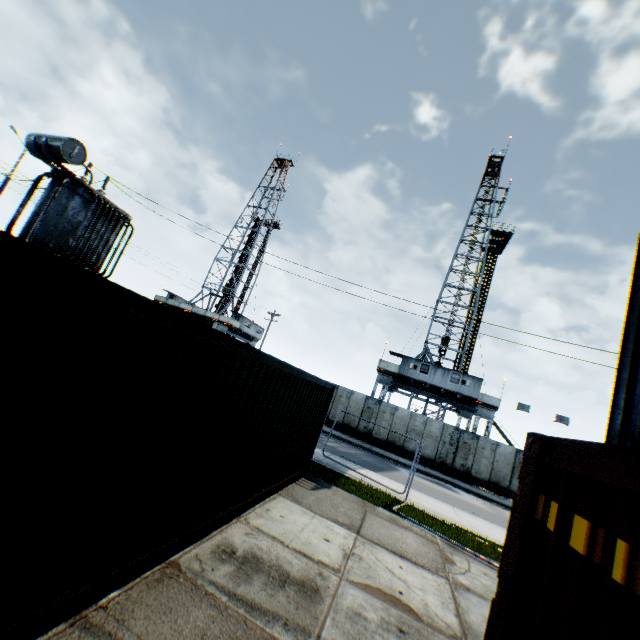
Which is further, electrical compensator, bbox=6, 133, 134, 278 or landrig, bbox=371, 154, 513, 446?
Answer: landrig, bbox=371, 154, 513, 446

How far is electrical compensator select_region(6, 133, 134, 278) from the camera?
10.0 meters

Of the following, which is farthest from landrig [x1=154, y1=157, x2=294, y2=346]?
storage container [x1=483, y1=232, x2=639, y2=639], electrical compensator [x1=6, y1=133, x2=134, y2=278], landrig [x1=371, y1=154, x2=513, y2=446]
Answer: storage container [x1=483, y1=232, x2=639, y2=639]

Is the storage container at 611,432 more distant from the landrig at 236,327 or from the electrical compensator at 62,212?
the landrig at 236,327

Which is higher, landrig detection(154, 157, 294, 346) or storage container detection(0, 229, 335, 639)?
landrig detection(154, 157, 294, 346)

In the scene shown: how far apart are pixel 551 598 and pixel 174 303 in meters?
47.3 m

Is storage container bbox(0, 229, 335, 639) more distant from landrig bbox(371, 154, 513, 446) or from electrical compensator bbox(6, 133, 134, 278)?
landrig bbox(371, 154, 513, 446)

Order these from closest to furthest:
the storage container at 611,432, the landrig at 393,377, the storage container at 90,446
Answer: the storage container at 611,432
the storage container at 90,446
the landrig at 393,377
